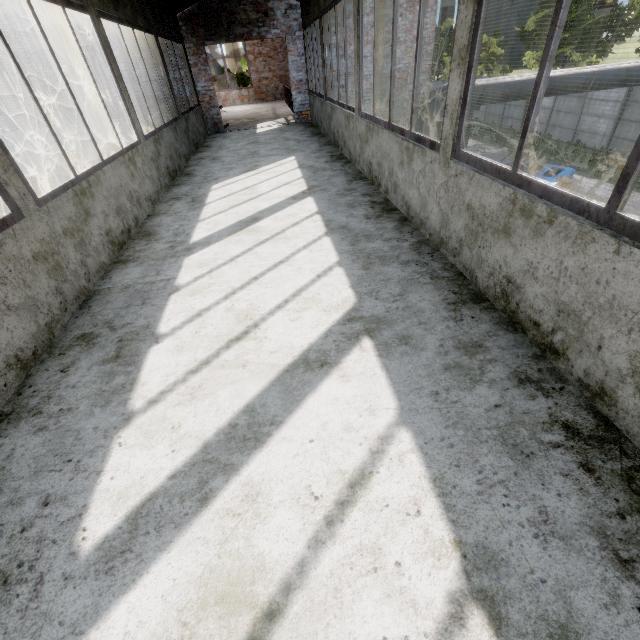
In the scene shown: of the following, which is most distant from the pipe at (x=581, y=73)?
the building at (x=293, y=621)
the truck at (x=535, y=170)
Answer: the truck at (x=535, y=170)

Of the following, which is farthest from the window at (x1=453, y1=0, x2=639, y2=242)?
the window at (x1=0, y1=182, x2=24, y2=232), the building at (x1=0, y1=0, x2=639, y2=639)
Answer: the window at (x1=0, y1=182, x2=24, y2=232)

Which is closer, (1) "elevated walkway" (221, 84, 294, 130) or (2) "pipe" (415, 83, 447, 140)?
(2) "pipe" (415, 83, 447, 140)

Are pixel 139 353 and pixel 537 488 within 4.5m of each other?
yes

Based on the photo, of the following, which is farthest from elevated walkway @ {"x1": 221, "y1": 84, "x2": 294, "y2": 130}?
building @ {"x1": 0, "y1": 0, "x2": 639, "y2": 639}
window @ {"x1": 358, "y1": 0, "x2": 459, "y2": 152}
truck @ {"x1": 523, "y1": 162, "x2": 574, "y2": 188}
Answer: window @ {"x1": 358, "y1": 0, "x2": 459, "y2": 152}

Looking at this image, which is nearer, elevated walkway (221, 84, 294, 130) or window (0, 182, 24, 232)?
window (0, 182, 24, 232)

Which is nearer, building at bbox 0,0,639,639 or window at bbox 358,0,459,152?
building at bbox 0,0,639,639

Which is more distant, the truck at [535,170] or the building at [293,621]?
the truck at [535,170]
